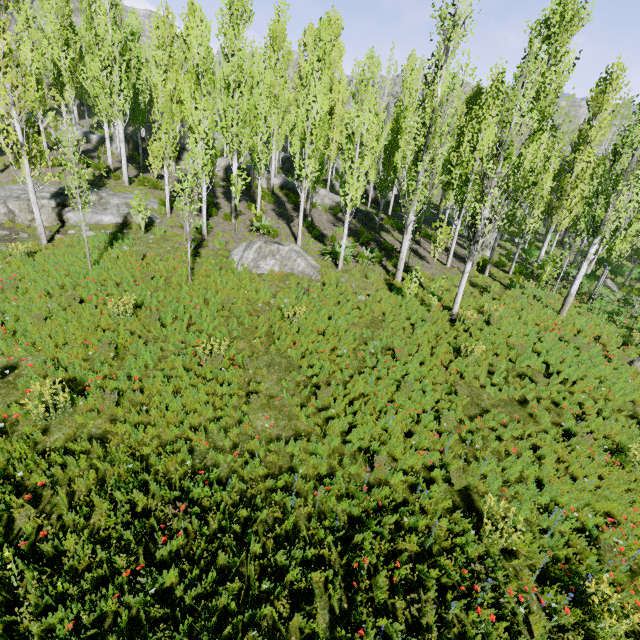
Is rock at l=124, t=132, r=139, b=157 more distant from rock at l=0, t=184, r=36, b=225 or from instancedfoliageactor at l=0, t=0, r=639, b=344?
rock at l=0, t=184, r=36, b=225

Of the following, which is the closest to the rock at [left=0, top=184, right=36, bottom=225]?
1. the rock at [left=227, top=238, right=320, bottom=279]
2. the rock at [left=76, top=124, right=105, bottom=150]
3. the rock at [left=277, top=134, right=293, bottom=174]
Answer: the rock at [left=227, top=238, right=320, bottom=279]

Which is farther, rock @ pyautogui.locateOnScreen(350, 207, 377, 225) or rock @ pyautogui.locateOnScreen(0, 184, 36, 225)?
rock @ pyautogui.locateOnScreen(350, 207, 377, 225)

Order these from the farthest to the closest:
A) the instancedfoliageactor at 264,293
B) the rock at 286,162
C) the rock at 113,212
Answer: the rock at 286,162 → the rock at 113,212 → the instancedfoliageactor at 264,293

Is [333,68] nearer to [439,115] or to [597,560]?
[439,115]

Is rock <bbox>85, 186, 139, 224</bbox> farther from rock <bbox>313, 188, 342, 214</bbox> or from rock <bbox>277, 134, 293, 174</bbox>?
rock <bbox>277, 134, 293, 174</bbox>

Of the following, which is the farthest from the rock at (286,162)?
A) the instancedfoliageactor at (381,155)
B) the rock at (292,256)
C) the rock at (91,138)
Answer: the rock at (292,256)
